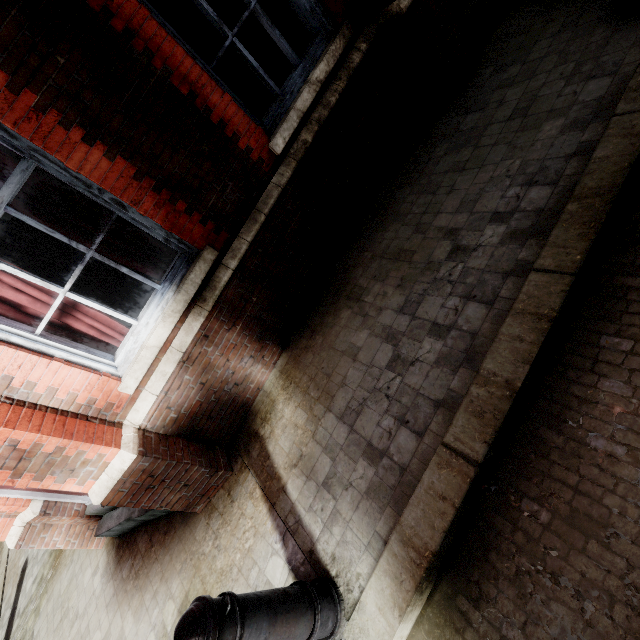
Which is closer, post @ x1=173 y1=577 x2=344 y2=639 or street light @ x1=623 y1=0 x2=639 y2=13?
post @ x1=173 y1=577 x2=344 y2=639

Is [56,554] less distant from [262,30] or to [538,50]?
[262,30]

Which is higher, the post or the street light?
the post

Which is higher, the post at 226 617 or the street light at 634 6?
the post at 226 617

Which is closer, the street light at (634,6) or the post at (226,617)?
the post at (226,617)
